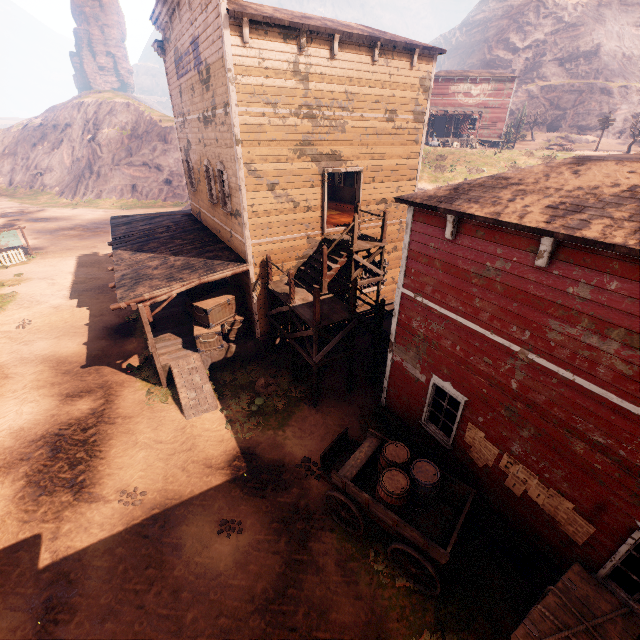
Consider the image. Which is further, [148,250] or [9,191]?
[9,191]

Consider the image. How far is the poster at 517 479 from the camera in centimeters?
555cm

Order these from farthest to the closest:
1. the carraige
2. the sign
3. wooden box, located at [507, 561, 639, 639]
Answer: the sign
the carraige
wooden box, located at [507, 561, 639, 639]

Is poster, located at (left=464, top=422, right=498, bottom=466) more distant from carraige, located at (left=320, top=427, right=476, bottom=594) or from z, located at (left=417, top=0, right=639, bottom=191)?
z, located at (left=417, top=0, right=639, bottom=191)

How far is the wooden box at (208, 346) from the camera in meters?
12.2 m

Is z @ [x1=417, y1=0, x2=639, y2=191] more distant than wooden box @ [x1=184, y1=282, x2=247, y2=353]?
Yes

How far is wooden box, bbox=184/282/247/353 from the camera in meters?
12.2

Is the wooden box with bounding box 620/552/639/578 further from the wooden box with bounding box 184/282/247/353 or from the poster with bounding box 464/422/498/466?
the wooden box with bounding box 184/282/247/353
